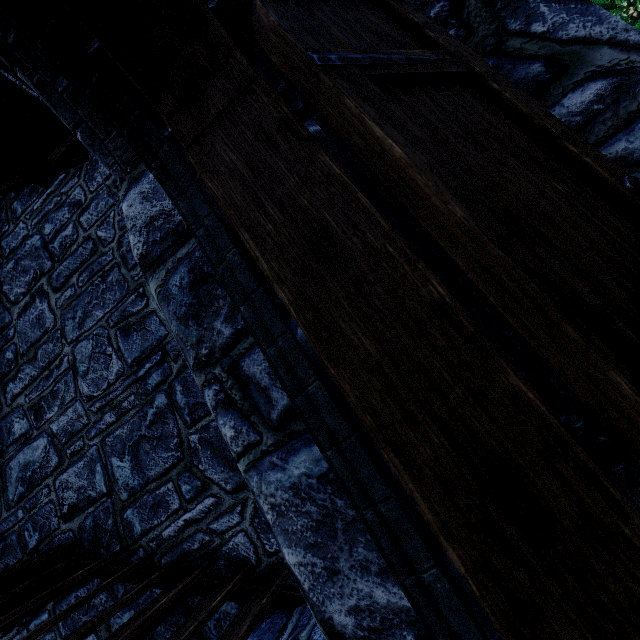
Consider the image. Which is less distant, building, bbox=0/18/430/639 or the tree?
building, bbox=0/18/430/639

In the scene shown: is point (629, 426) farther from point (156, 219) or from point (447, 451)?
point (156, 219)

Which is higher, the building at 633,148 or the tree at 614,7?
the tree at 614,7

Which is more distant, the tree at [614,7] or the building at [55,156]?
the tree at [614,7]

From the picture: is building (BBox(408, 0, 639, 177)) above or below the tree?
below
